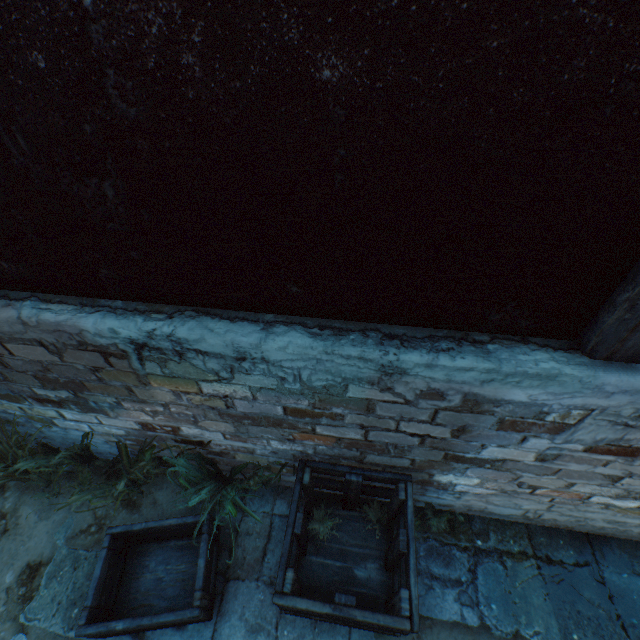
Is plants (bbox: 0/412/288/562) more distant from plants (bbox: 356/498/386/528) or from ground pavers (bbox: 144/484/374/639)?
plants (bbox: 356/498/386/528)

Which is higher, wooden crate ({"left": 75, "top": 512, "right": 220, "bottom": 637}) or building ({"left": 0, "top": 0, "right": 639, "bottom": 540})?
building ({"left": 0, "top": 0, "right": 639, "bottom": 540})

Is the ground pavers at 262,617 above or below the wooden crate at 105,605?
below

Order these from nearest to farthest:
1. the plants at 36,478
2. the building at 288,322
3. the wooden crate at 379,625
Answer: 1. the building at 288,322
2. the wooden crate at 379,625
3. the plants at 36,478

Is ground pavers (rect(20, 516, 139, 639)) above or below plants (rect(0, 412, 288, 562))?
below

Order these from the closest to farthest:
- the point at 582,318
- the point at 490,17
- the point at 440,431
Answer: the point at 490,17 < the point at 582,318 < the point at 440,431

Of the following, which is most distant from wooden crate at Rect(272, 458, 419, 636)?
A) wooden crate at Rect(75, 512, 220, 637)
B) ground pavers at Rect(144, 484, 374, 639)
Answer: wooden crate at Rect(75, 512, 220, 637)

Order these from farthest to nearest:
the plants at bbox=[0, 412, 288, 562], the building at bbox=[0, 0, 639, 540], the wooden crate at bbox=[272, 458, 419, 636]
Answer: the plants at bbox=[0, 412, 288, 562], the wooden crate at bbox=[272, 458, 419, 636], the building at bbox=[0, 0, 639, 540]
